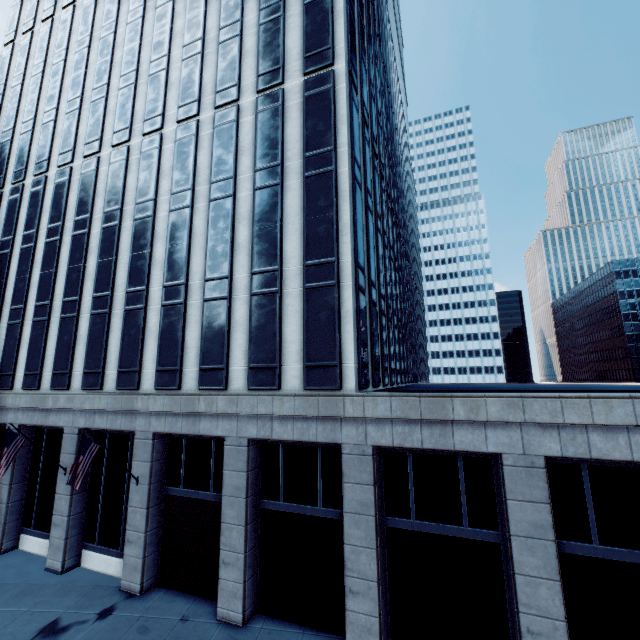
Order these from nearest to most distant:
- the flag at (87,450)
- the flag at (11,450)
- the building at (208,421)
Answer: the building at (208,421) < the flag at (87,450) < the flag at (11,450)

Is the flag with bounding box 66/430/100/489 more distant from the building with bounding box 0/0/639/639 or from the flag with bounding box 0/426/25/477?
the flag with bounding box 0/426/25/477

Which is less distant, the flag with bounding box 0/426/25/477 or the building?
the building

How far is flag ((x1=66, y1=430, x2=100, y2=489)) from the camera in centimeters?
1430cm

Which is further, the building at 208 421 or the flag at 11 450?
the flag at 11 450

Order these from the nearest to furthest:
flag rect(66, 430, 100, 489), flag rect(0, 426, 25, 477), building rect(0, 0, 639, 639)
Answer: building rect(0, 0, 639, 639)
flag rect(66, 430, 100, 489)
flag rect(0, 426, 25, 477)

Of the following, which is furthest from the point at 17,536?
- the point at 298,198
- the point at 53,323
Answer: the point at 298,198

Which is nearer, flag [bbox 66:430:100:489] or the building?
the building
